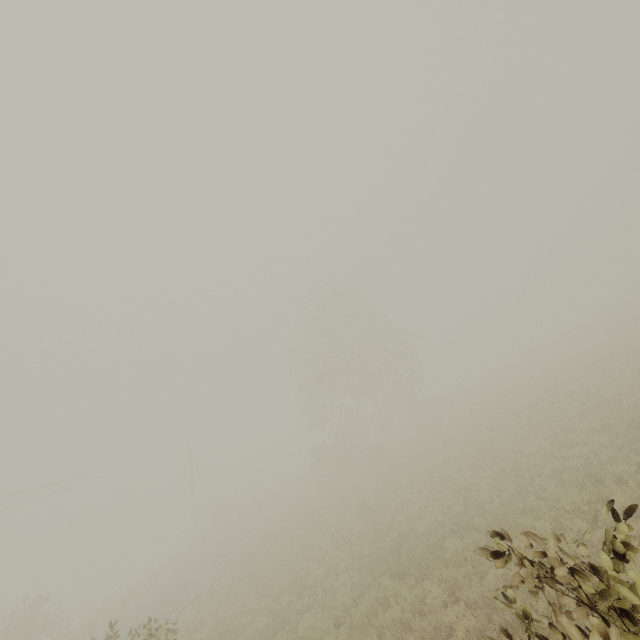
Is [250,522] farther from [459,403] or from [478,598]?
[478,598]
